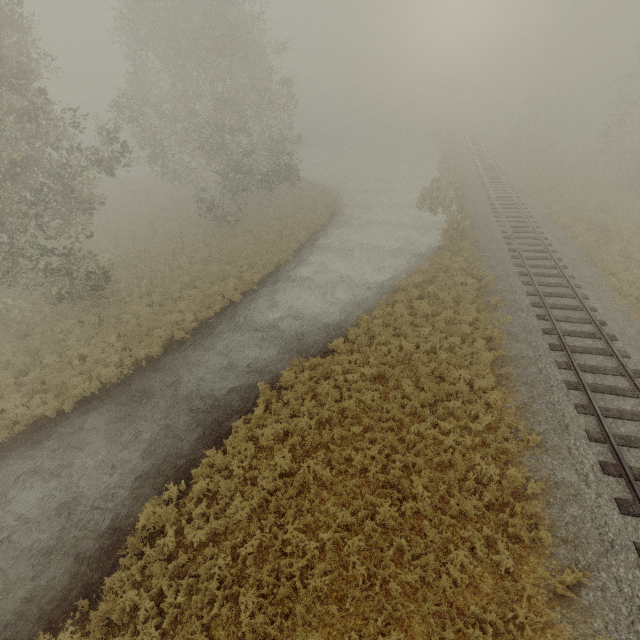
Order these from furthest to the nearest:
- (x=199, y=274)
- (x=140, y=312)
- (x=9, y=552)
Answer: (x=199, y=274) < (x=140, y=312) < (x=9, y=552)

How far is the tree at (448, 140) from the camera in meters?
21.7

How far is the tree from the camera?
21.7m
